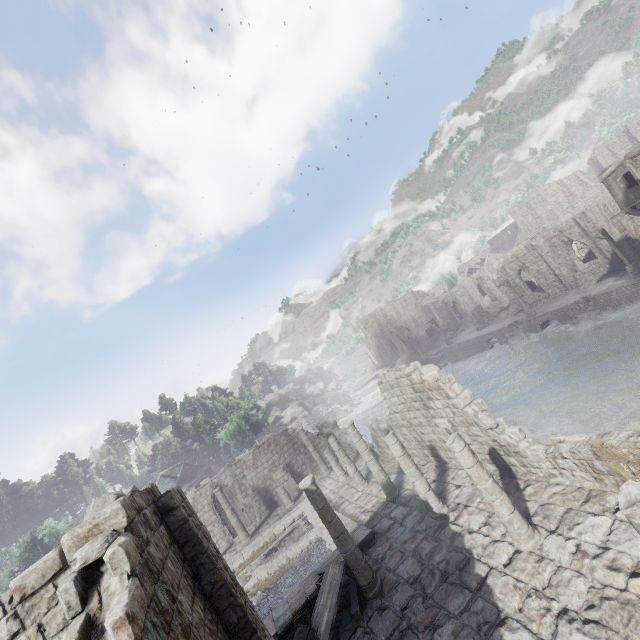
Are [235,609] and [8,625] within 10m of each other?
yes

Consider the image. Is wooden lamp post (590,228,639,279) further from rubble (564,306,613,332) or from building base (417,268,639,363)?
rubble (564,306,613,332)

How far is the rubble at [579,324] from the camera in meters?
27.3

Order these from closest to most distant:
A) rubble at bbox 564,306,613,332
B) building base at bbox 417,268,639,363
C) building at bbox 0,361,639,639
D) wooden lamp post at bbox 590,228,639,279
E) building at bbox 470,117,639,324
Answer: building at bbox 0,361,639,639 < building at bbox 470,117,639,324 < wooden lamp post at bbox 590,228,639,279 < building base at bbox 417,268,639,363 < rubble at bbox 564,306,613,332

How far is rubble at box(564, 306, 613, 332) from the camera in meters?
27.3 m

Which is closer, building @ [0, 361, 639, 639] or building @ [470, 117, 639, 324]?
building @ [0, 361, 639, 639]

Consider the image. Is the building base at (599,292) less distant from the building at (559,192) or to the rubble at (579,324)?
the rubble at (579,324)

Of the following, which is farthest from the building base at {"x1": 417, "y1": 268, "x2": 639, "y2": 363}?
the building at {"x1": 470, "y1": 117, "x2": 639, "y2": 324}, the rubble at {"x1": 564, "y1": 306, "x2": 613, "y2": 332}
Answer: the building at {"x1": 470, "y1": 117, "x2": 639, "y2": 324}
